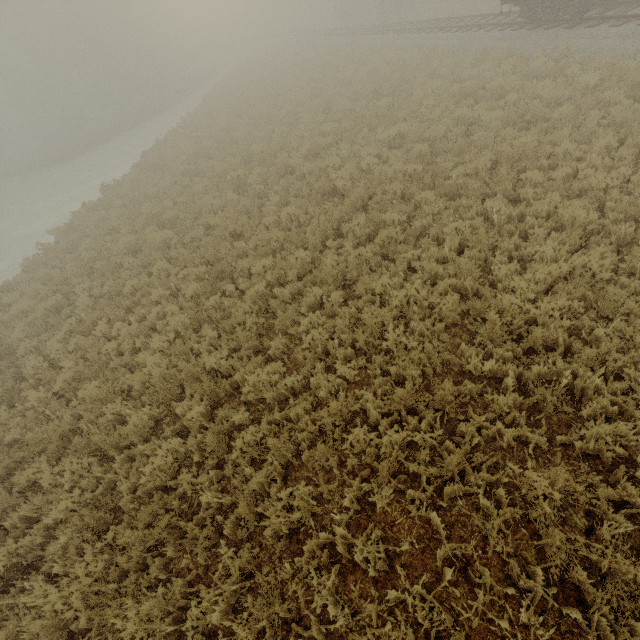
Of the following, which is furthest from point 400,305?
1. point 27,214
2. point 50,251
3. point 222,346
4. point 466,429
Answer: point 27,214

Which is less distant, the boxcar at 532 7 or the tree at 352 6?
the boxcar at 532 7

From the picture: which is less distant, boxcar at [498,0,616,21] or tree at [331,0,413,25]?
boxcar at [498,0,616,21]
